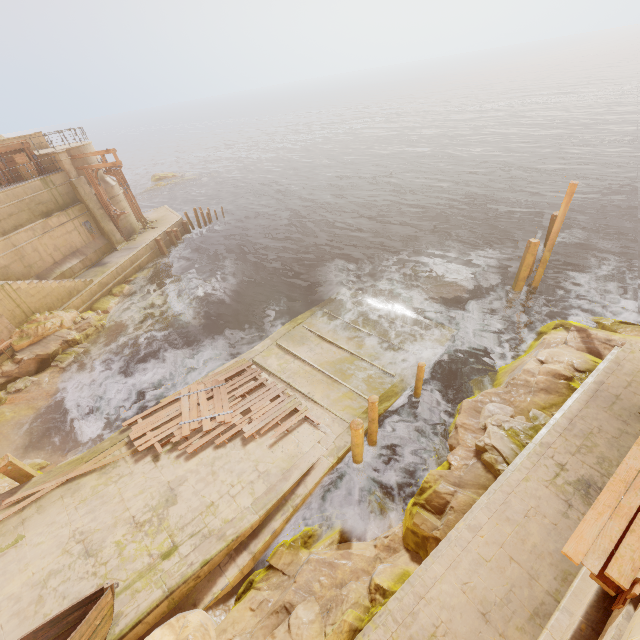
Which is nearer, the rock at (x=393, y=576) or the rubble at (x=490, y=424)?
the rock at (x=393, y=576)

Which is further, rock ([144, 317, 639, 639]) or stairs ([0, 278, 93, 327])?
stairs ([0, 278, 93, 327])

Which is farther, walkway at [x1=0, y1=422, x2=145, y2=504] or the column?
the column

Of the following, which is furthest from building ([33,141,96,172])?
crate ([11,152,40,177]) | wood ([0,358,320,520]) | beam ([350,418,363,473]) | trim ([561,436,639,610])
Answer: trim ([561,436,639,610])

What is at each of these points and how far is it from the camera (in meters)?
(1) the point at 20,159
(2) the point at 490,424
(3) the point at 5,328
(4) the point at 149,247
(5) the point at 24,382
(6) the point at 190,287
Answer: (1) crate, 20.41
(2) rubble, 9.30
(3) building, 15.98
(4) building, 25.64
(5) rubble, 15.52
(6) rock, 23.22

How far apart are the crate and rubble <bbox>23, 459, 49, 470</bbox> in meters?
18.4

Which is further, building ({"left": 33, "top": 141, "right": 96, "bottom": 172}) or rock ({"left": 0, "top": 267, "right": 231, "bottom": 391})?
building ({"left": 33, "top": 141, "right": 96, "bottom": 172})

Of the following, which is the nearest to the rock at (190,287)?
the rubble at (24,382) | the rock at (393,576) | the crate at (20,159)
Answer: the rubble at (24,382)
